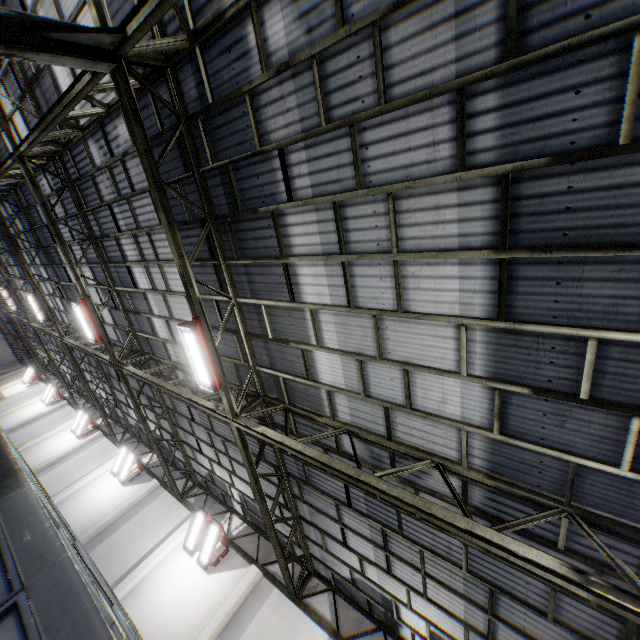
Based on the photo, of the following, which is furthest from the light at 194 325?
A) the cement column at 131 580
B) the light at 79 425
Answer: the light at 79 425

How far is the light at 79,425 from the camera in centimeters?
2180cm

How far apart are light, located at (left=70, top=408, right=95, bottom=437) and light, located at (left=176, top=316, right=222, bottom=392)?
20.1 meters

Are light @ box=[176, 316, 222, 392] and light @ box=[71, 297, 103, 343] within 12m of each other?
yes

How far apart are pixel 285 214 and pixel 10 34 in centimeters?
426cm

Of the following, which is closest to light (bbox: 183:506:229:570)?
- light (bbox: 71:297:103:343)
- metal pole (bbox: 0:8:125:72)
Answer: light (bbox: 71:297:103:343)

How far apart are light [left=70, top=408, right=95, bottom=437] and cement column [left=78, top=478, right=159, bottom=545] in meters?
8.7

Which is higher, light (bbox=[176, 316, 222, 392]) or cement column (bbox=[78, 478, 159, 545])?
light (bbox=[176, 316, 222, 392])
